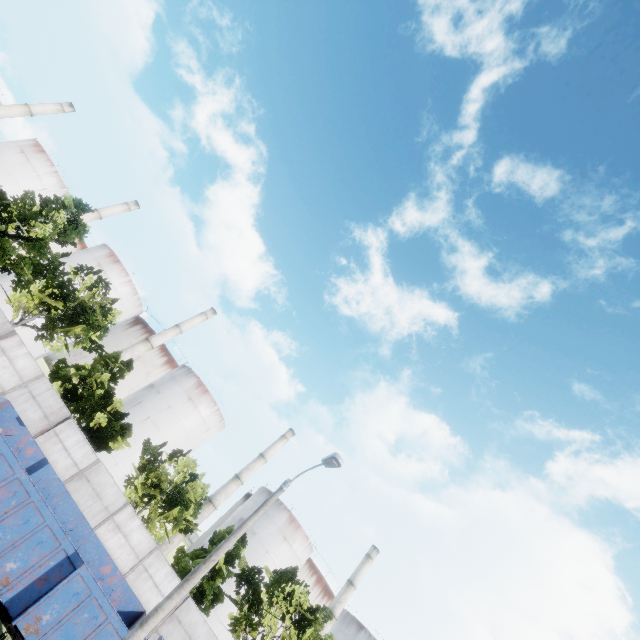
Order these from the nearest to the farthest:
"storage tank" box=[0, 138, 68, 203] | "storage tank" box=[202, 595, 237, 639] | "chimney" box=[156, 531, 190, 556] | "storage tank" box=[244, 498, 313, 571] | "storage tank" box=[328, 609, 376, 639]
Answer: "storage tank" box=[202, 595, 237, 639] → "chimney" box=[156, 531, 190, 556] → "storage tank" box=[244, 498, 313, 571] → "storage tank" box=[0, 138, 68, 203] → "storage tank" box=[328, 609, 376, 639]

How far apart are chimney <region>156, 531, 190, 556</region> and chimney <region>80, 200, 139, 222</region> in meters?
46.5

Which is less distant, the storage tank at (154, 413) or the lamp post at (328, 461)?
the lamp post at (328, 461)

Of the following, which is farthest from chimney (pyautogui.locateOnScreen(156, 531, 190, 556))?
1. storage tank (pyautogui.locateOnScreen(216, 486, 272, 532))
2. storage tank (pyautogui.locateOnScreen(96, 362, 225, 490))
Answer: storage tank (pyautogui.locateOnScreen(96, 362, 225, 490))

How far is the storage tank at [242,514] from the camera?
49.01m

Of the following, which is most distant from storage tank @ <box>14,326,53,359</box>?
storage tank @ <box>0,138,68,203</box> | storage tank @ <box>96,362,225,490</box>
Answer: storage tank @ <box>96,362,225,490</box>

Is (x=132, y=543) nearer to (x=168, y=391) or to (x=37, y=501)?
(x=37, y=501)

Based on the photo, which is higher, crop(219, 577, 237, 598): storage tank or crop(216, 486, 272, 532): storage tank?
crop(216, 486, 272, 532): storage tank
